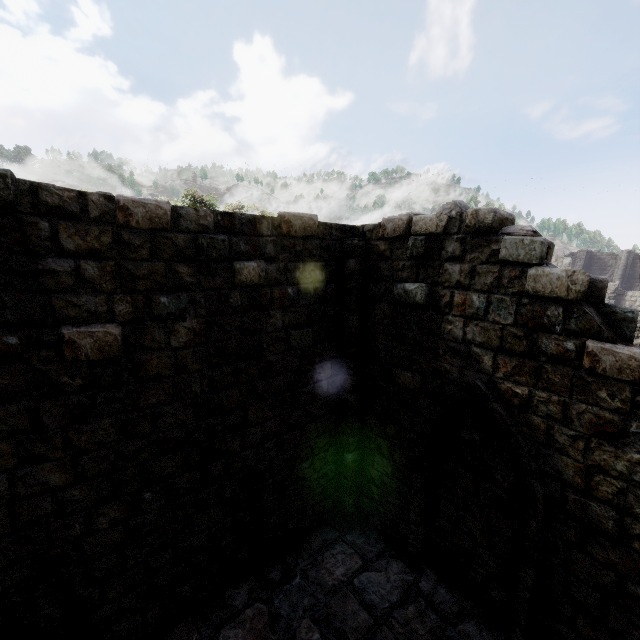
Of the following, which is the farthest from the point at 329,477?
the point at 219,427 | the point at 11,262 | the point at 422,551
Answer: the point at 11,262
